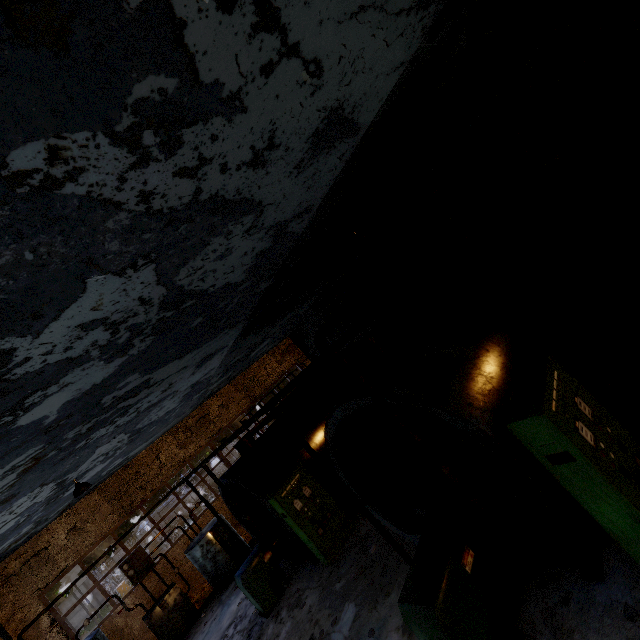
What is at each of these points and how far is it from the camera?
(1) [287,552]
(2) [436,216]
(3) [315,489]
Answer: (1) boiler tank, 10.44m
(2) pipe, 11.07m
(3) power box, 9.77m

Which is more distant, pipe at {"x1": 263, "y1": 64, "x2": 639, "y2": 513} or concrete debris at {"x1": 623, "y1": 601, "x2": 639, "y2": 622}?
concrete debris at {"x1": 623, "y1": 601, "x2": 639, "y2": 622}

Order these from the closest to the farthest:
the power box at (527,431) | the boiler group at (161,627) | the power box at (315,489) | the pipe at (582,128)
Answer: the pipe at (582,128) < the power box at (527,431) < the power box at (315,489) < the boiler group at (161,627)

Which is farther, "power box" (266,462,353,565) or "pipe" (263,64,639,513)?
"power box" (266,462,353,565)

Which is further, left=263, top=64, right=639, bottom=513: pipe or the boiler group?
the boiler group

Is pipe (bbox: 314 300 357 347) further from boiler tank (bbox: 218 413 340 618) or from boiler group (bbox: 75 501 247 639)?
boiler group (bbox: 75 501 247 639)

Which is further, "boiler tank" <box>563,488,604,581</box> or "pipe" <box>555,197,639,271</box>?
"pipe" <box>555,197,639,271</box>

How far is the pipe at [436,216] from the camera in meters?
10.6
